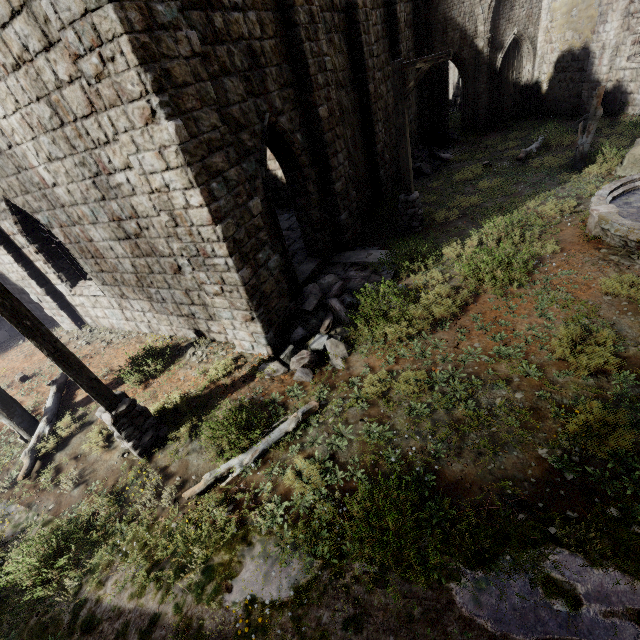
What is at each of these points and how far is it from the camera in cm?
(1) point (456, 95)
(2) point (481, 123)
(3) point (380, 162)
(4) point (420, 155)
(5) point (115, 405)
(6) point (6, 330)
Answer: (1) stone arch, 3297
(2) column, 2088
(3) building, 1302
(4) rubble, 1714
(5) wooden lamp post, 597
(6) rubble, 1424

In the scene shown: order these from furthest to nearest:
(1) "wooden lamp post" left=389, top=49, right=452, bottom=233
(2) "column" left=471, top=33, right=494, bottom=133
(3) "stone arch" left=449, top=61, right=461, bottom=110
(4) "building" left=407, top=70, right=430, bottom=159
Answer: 1. (3) "stone arch" left=449, top=61, right=461, bottom=110
2. (2) "column" left=471, top=33, right=494, bottom=133
3. (4) "building" left=407, top=70, right=430, bottom=159
4. (1) "wooden lamp post" left=389, top=49, right=452, bottom=233

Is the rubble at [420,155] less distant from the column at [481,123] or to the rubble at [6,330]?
the column at [481,123]

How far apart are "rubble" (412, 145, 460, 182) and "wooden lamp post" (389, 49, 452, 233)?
6.44m

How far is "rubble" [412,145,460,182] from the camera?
16.25m

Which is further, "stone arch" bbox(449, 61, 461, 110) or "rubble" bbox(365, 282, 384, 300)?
"stone arch" bbox(449, 61, 461, 110)

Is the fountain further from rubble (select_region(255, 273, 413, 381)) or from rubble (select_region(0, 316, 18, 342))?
rubble (select_region(0, 316, 18, 342))

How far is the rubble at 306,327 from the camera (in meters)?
6.91
